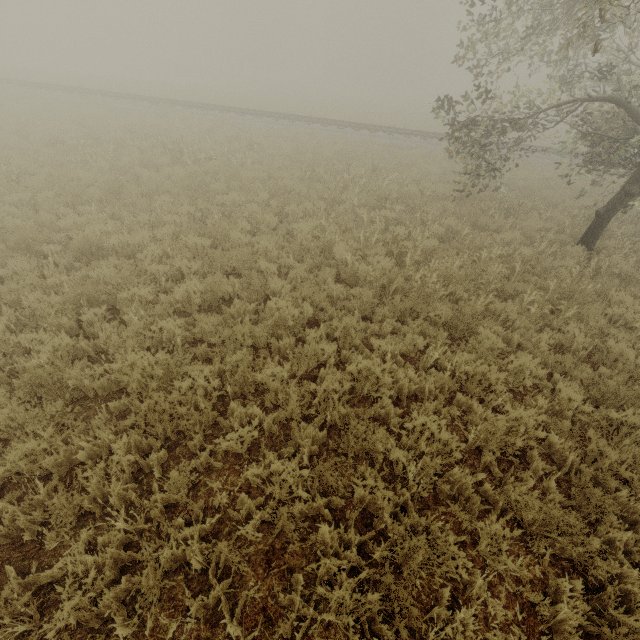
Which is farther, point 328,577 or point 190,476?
point 190,476
